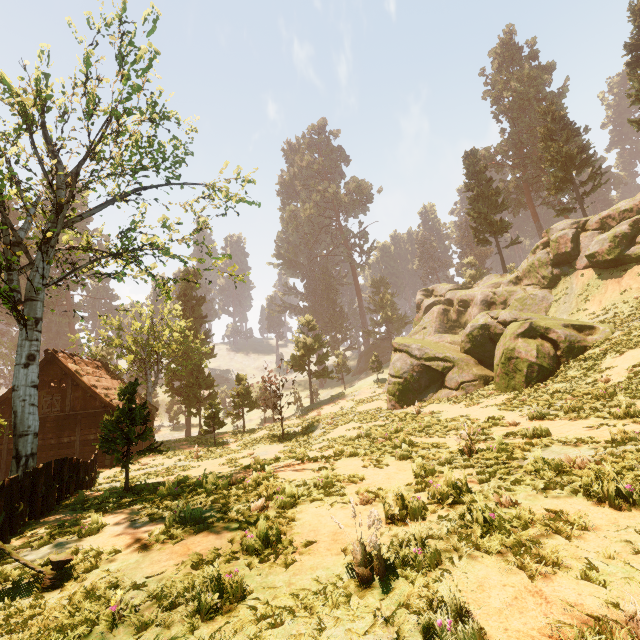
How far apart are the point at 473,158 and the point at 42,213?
43.64m

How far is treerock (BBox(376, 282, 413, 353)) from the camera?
56.19m

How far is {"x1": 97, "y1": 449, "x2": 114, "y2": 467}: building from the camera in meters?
20.7 m

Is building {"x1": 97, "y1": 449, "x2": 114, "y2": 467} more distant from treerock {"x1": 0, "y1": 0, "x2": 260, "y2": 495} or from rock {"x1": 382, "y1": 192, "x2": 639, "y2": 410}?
rock {"x1": 382, "y1": 192, "x2": 639, "y2": 410}

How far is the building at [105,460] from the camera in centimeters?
2070cm

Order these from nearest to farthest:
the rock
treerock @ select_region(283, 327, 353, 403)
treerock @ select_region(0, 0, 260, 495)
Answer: treerock @ select_region(0, 0, 260, 495) → the rock → treerock @ select_region(283, 327, 353, 403)

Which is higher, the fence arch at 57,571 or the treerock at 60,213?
the treerock at 60,213

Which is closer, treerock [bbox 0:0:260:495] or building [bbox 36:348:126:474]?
treerock [bbox 0:0:260:495]
